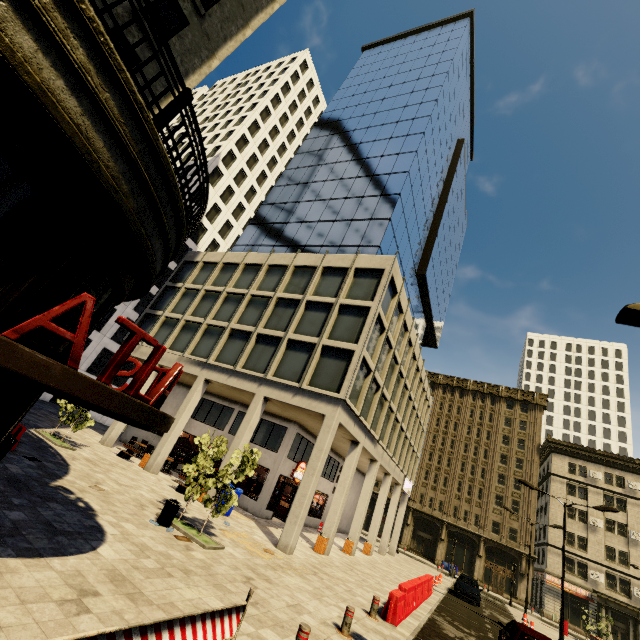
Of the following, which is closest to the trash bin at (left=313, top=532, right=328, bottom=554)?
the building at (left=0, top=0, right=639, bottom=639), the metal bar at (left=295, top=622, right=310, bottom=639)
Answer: the building at (left=0, top=0, right=639, bottom=639)

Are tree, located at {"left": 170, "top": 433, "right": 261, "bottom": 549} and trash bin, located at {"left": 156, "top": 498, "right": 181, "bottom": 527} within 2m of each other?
yes

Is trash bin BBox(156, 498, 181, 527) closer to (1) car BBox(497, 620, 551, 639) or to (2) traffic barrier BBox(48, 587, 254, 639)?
(2) traffic barrier BBox(48, 587, 254, 639)

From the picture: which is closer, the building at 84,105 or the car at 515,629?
the building at 84,105

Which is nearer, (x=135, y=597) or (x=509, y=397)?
(x=135, y=597)

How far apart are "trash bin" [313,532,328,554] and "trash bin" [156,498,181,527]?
Result: 9.6 meters

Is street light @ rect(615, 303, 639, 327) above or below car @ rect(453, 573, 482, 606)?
above

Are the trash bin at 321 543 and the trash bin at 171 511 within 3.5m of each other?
no
